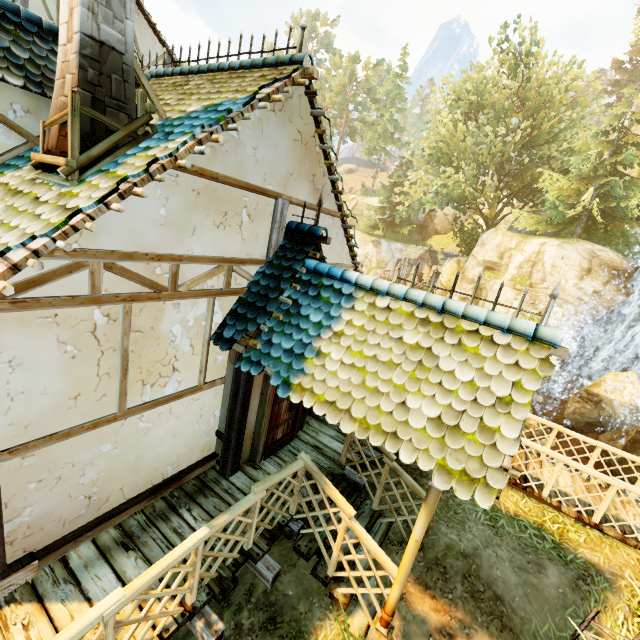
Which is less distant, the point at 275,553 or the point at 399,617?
the point at 399,617

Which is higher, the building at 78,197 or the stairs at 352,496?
the building at 78,197

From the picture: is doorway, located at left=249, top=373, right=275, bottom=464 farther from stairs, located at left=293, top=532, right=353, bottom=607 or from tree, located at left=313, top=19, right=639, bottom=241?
tree, located at left=313, top=19, right=639, bottom=241

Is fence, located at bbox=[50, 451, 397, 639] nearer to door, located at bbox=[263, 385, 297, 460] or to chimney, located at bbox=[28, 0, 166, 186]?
door, located at bbox=[263, 385, 297, 460]

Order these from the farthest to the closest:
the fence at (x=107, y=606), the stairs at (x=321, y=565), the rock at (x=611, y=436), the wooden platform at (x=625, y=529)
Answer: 1. the rock at (x=611, y=436)
2. the wooden platform at (x=625, y=529)
3. the stairs at (x=321, y=565)
4. the fence at (x=107, y=606)

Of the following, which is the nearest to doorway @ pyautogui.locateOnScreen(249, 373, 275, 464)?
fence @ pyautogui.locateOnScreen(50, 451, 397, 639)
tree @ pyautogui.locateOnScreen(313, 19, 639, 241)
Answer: fence @ pyautogui.locateOnScreen(50, 451, 397, 639)

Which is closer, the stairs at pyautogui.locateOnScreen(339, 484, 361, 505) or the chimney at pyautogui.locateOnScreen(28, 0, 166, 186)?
the chimney at pyautogui.locateOnScreen(28, 0, 166, 186)

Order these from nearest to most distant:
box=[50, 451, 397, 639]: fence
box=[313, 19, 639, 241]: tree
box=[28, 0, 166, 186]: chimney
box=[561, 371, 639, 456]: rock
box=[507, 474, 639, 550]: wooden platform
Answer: box=[50, 451, 397, 639]: fence → box=[28, 0, 166, 186]: chimney → box=[507, 474, 639, 550]: wooden platform → box=[561, 371, 639, 456]: rock → box=[313, 19, 639, 241]: tree
